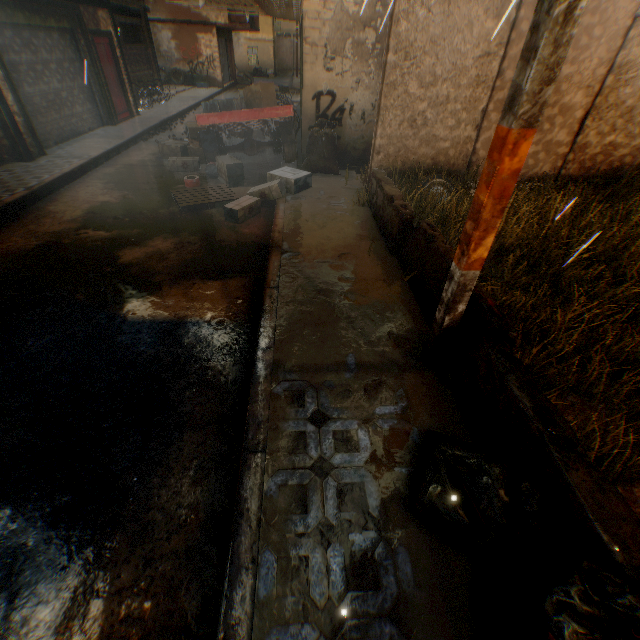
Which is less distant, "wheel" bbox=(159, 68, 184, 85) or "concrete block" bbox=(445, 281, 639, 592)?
"concrete block" bbox=(445, 281, 639, 592)

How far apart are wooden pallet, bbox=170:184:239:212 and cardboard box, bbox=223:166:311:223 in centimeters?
19cm

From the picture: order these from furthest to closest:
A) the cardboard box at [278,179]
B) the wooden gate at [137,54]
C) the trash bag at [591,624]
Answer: the wooden gate at [137,54] < the cardboard box at [278,179] < the trash bag at [591,624]

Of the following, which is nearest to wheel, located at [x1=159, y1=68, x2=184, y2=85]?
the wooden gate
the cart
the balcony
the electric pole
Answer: the wooden gate

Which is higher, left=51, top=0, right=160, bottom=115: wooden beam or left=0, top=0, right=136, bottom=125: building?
left=51, top=0, right=160, bottom=115: wooden beam

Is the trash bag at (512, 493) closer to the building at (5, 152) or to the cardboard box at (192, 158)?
the building at (5, 152)

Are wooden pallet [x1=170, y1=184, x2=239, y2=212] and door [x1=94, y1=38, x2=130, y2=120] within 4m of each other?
no

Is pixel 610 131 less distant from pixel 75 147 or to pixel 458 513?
pixel 458 513
